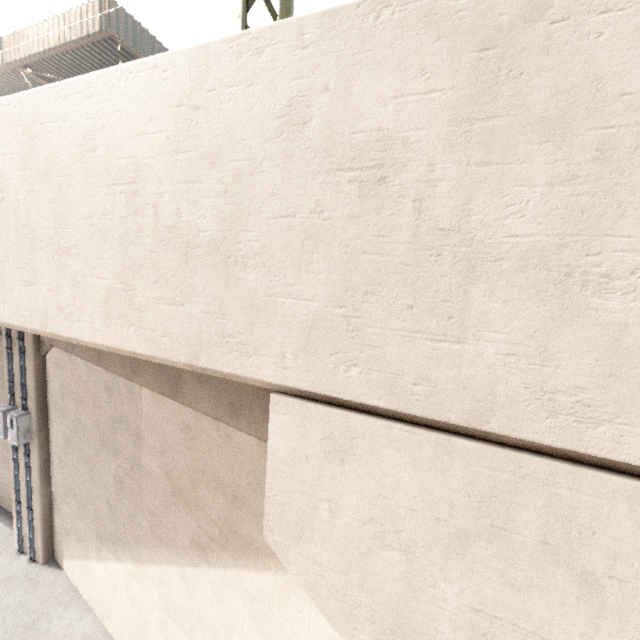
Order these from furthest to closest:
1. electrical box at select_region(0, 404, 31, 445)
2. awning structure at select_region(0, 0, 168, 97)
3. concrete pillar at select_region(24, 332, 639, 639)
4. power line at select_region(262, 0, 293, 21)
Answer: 1. awning structure at select_region(0, 0, 168, 97)
2. electrical box at select_region(0, 404, 31, 445)
3. power line at select_region(262, 0, 293, 21)
4. concrete pillar at select_region(24, 332, 639, 639)

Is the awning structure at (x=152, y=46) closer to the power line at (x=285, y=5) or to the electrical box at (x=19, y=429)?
the power line at (x=285, y=5)

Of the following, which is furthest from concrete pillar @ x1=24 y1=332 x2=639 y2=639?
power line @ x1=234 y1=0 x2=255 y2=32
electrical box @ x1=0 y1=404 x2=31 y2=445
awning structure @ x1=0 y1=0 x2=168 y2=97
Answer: awning structure @ x1=0 y1=0 x2=168 y2=97

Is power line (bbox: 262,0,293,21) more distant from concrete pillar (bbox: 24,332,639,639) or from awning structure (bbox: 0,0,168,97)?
awning structure (bbox: 0,0,168,97)

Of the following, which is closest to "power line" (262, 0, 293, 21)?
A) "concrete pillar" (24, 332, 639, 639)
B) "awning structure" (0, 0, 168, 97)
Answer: "concrete pillar" (24, 332, 639, 639)

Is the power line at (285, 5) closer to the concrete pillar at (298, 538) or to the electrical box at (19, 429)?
the concrete pillar at (298, 538)

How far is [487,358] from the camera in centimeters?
211cm

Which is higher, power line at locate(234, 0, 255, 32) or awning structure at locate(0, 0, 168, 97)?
awning structure at locate(0, 0, 168, 97)
